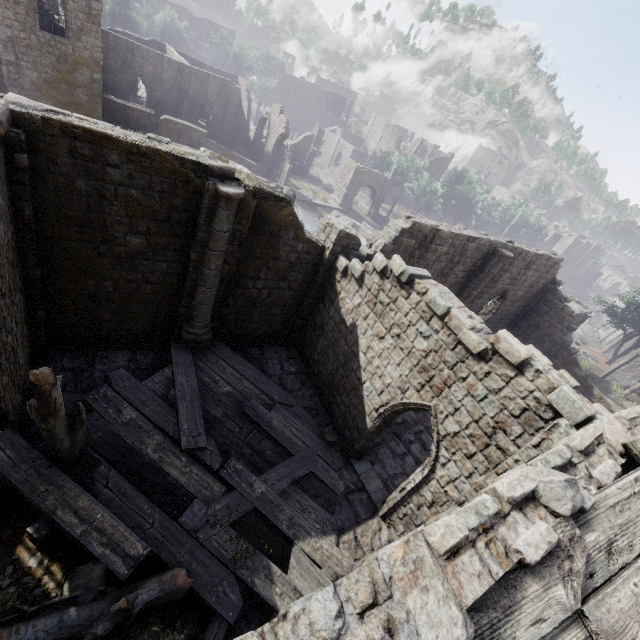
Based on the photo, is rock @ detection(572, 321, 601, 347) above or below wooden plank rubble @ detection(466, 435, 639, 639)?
below

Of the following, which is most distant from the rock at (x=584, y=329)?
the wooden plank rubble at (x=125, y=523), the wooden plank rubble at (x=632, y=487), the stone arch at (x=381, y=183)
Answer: the wooden plank rubble at (x=632, y=487)

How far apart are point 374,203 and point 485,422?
47.3m

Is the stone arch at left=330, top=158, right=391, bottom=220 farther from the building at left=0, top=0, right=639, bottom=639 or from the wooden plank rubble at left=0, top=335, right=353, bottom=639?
the wooden plank rubble at left=0, top=335, right=353, bottom=639

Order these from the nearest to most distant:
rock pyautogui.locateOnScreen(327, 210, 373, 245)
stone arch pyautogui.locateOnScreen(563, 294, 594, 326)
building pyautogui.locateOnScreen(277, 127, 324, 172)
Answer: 1. stone arch pyautogui.locateOnScreen(563, 294, 594, 326)
2. rock pyautogui.locateOnScreen(327, 210, 373, 245)
3. building pyautogui.locateOnScreen(277, 127, 324, 172)

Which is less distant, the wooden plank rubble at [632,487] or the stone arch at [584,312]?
the wooden plank rubble at [632,487]

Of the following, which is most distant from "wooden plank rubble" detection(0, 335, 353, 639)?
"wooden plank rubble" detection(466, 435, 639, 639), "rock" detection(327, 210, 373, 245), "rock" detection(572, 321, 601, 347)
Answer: "rock" detection(572, 321, 601, 347)

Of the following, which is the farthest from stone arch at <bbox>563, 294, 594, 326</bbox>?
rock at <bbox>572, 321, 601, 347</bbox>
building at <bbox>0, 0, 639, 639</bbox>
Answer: rock at <bbox>572, 321, 601, 347</bbox>
